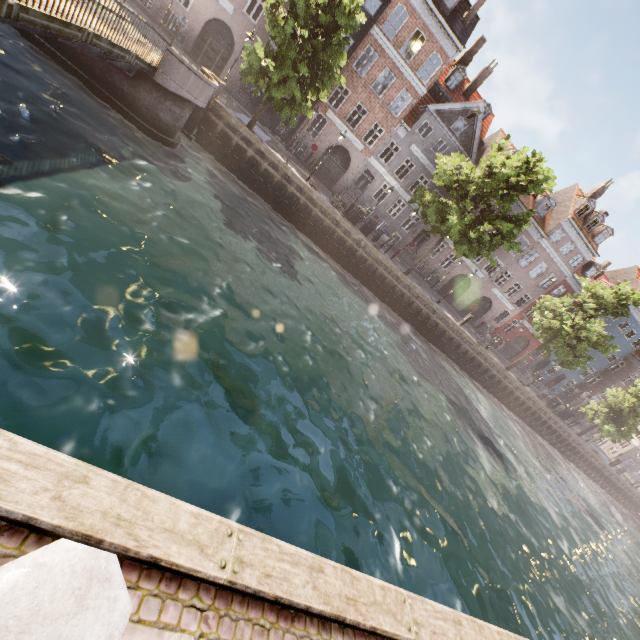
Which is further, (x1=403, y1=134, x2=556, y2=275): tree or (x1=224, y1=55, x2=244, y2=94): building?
(x1=224, y1=55, x2=244, y2=94): building

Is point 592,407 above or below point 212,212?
above

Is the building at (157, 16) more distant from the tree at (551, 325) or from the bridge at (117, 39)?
the bridge at (117, 39)

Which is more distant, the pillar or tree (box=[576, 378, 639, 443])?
tree (box=[576, 378, 639, 443])

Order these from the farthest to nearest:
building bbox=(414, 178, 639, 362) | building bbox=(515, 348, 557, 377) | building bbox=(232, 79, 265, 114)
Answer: building bbox=(515, 348, 557, 377)
building bbox=(414, 178, 639, 362)
building bbox=(232, 79, 265, 114)

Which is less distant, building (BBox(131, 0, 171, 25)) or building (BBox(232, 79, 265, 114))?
building (BBox(131, 0, 171, 25))

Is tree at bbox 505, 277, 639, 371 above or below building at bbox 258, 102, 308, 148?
above

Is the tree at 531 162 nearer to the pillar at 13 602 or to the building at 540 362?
the pillar at 13 602
